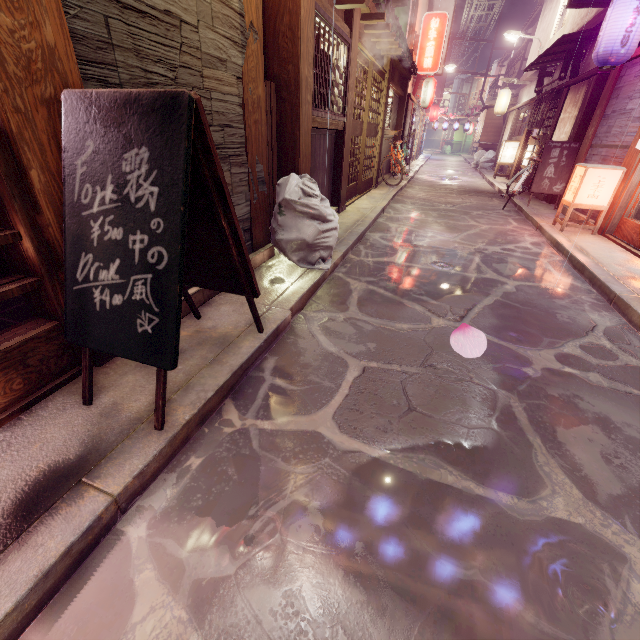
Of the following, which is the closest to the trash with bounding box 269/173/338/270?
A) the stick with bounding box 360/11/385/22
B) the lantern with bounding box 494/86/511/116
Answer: the stick with bounding box 360/11/385/22

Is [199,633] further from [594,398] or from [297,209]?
[297,209]

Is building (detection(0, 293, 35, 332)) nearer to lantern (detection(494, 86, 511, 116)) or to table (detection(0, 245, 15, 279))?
table (detection(0, 245, 15, 279))

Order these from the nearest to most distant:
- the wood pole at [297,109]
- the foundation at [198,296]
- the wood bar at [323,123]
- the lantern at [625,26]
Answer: the foundation at [198,296] → the wood pole at [297,109] → the wood bar at [323,123] → the lantern at [625,26]

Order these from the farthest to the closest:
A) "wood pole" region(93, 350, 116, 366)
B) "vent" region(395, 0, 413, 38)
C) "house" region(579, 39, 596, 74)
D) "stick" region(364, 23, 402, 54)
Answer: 1. "vent" region(395, 0, 413, 38)
2. "house" region(579, 39, 596, 74)
3. "stick" region(364, 23, 402, 54)
4. "wood pole" region(93, 350, 116, 366)

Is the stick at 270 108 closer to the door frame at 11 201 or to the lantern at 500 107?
the door frame at 11 201

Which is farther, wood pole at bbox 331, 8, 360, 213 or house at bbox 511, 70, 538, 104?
house at bbox 511, 70, 538, 104

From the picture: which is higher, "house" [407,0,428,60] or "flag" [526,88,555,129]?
"house" [407,0,428,60]
